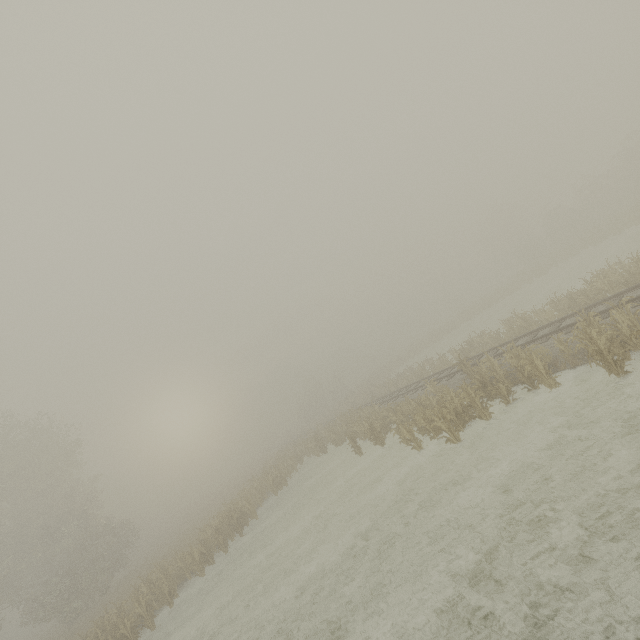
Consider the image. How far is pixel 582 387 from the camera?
10.98m
